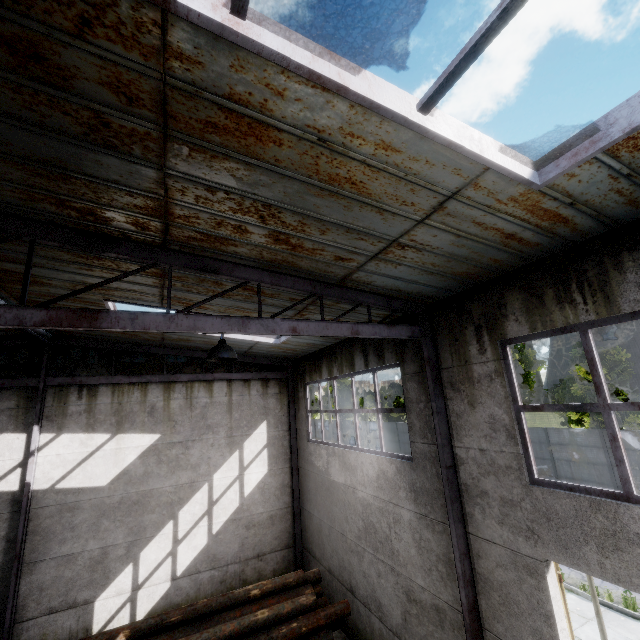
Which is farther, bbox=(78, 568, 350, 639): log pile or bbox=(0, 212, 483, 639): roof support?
bbox=(78, 568, 350, 639): log pile

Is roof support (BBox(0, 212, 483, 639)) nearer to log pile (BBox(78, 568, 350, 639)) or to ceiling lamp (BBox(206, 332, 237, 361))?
ceiling lamp (BBox(206, 332, 237, 361))

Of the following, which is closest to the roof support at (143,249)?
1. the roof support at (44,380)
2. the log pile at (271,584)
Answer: the log pile at (271,584)

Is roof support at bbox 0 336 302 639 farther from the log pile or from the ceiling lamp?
the ceiling lamp

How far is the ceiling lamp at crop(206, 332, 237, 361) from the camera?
4.3 meters

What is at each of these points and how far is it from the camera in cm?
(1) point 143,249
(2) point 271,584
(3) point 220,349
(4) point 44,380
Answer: (1) roof support, 439
(2) log pile, 774
(3) ceiling lamp, 436
(4) roof support, 955

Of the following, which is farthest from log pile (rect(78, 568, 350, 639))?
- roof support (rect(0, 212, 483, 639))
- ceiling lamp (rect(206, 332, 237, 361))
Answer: ceiling lamp (rect(206, 332, 237, 361))

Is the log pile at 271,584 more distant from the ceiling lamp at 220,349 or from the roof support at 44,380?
the ceiling lamp at 220,349
